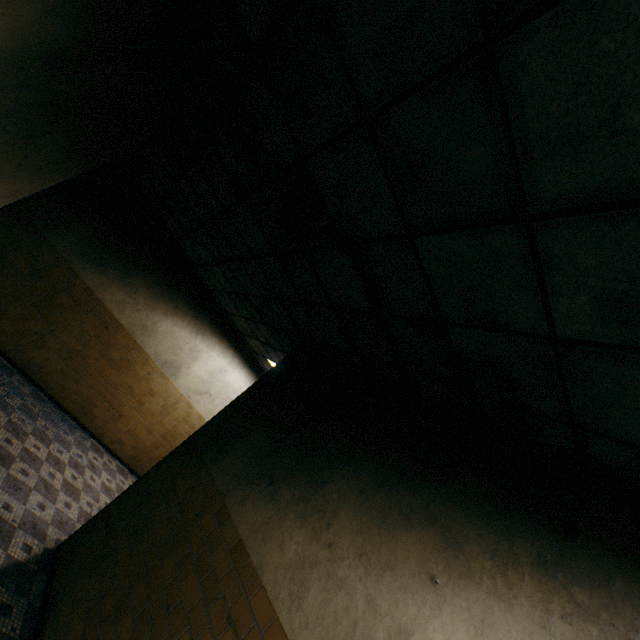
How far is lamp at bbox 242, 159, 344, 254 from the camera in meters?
2.5 m

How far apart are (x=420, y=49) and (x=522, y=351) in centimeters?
158cm

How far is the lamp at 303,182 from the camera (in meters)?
2.49
